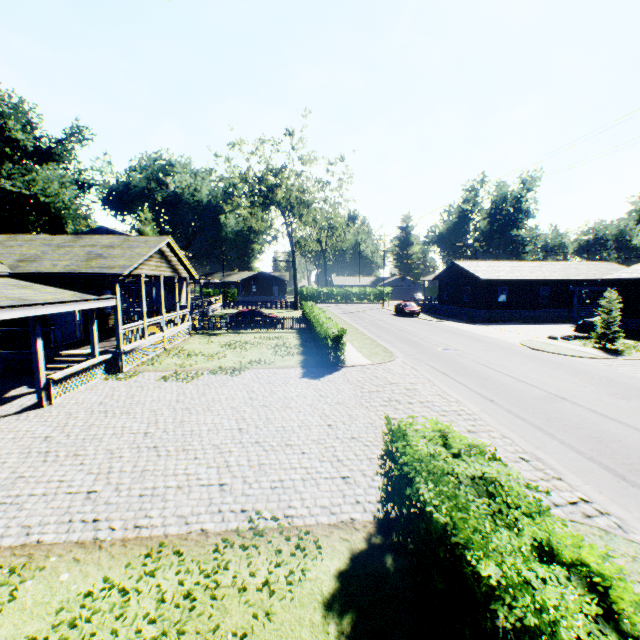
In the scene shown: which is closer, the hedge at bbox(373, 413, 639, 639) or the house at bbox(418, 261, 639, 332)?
the hedge at bbox(373, 413, 639, 639)

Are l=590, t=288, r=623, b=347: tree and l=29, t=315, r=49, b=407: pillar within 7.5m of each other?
no

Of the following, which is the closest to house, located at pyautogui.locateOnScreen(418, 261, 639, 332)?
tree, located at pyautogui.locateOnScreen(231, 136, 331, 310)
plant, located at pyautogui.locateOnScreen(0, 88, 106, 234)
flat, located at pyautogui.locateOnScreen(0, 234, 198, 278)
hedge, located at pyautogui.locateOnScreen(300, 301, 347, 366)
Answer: hedge, located at pyautogui.locateOnScreen(300, 301, 347, 366)

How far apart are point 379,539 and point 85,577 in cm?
425

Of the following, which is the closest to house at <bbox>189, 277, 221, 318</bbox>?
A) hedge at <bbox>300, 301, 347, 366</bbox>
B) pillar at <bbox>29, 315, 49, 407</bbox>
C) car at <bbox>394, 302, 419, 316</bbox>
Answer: hedge at <bbox>300, 301, 347, 366</bbox>

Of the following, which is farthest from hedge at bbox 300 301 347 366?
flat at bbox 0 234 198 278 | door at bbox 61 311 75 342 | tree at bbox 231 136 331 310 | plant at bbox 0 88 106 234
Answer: plant at bbox 0 88 106 234

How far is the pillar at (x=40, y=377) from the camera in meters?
10.2 m

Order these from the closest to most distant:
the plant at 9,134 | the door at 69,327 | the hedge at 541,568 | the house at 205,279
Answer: the hedge at 541,568, the door at 69,327, the house at 205,279, the plant at 9,134
